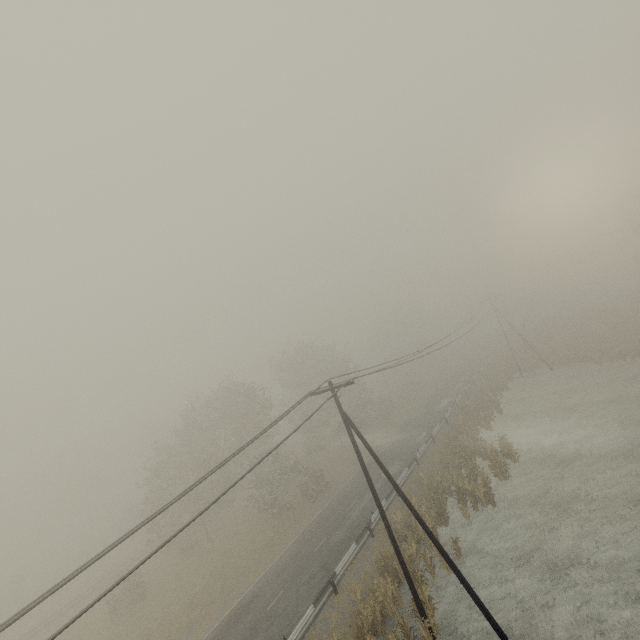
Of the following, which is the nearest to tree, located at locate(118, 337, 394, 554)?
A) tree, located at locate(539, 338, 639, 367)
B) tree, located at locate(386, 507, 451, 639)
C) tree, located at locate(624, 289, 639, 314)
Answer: tree, located at locate(386, 507, 451, 639)

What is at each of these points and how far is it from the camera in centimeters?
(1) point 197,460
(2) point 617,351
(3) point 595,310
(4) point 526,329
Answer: (1) tree, 3438cm
(2) tree, 3694cm
(3) tree, 5897cm
(4) tree, 5066cm

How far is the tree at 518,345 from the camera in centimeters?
4616cm

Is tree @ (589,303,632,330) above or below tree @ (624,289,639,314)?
below

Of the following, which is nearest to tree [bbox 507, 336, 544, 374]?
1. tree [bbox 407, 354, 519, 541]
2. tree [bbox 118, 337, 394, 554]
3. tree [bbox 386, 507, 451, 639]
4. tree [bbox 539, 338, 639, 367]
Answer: tree [bbox 539, 338, 639, 367]

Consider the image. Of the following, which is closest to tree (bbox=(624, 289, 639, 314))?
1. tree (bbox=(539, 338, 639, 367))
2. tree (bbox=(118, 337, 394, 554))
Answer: tree (bbox=(539, 338, 639, 367))

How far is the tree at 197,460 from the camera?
31.41m
